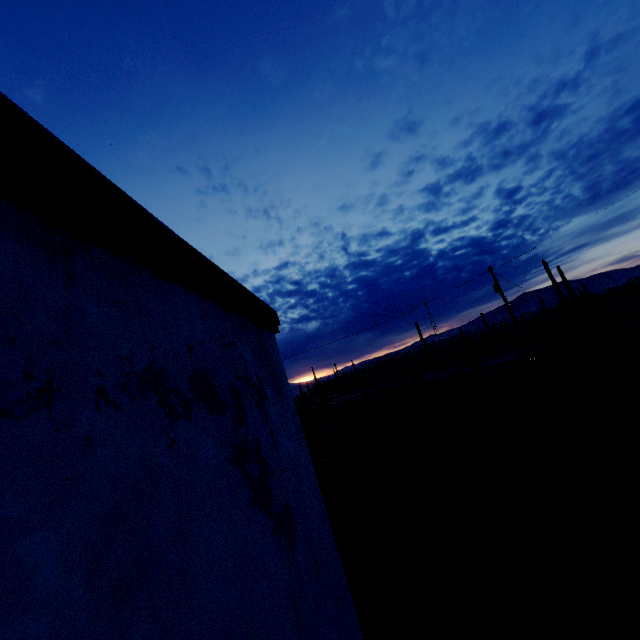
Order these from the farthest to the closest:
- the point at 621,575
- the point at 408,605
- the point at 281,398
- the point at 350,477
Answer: the point at 350,477, the point at 408,605, the point at 621,575, the point at 281,398
